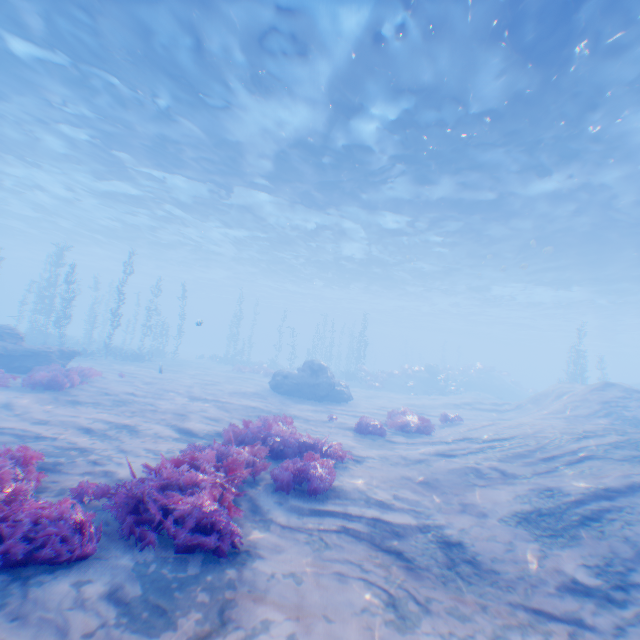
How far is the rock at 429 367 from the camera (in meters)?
31.45

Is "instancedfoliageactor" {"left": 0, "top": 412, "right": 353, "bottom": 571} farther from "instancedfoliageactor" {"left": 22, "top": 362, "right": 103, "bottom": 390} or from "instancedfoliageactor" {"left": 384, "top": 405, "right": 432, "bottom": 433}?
"instancedfoliageactor" {"left": 22, "top": 362, "right": 103, "bottom": 390}

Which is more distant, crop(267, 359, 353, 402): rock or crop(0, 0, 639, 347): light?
crop(267, 359, 353, 402): rock

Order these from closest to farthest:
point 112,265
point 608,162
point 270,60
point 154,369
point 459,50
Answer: point 459,50, point 270,60, point 608,162, point 154,369, point 112,265

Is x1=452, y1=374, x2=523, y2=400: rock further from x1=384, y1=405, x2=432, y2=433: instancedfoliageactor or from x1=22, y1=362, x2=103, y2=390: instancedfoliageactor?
x1=22, y1=362, x2=103, y2=390: instancedfoliageactor

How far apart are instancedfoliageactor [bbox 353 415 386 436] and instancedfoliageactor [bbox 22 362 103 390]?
10.2 meters

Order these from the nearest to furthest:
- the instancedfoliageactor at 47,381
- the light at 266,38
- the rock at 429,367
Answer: the light at 266,38 → the instancedfoliageactor at 47,381 → the rock at 429,367

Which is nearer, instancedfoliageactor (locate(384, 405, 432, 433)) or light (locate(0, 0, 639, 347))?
light (locate(0, 0, 639, 347))
